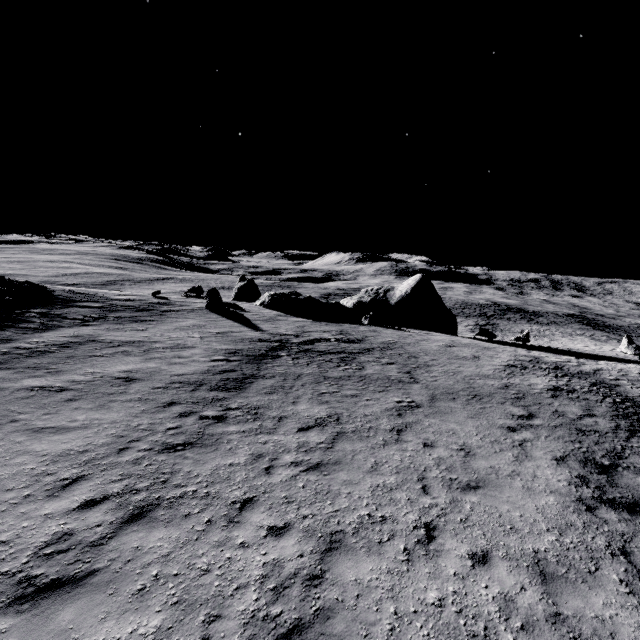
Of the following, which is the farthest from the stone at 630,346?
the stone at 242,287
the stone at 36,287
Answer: the stone at 36,287

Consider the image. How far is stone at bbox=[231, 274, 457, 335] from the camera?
32.9 meters

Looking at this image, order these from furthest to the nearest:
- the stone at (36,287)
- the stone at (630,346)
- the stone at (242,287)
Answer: the stone at (242,287), the stone at (630,346), the stone at (36,287)

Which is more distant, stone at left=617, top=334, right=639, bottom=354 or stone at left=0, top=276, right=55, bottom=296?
stone at left=617, top=334, right=639, bottom=354

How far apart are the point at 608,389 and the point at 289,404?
17.5 meters

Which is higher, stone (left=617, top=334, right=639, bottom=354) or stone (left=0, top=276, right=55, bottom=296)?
stone (left=0, top=276, right=55, bottom=296)

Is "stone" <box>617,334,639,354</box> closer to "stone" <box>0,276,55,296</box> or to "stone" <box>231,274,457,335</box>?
"stone" <box>231,274,457,335</box>

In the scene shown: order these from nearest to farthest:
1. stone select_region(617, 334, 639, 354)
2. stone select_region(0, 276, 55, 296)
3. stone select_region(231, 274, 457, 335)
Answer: stone select_region(0, 276, 55, 296)
stone select_region(617, 334, 639, 354)
stone select_region(231, 274, 457, 335)
